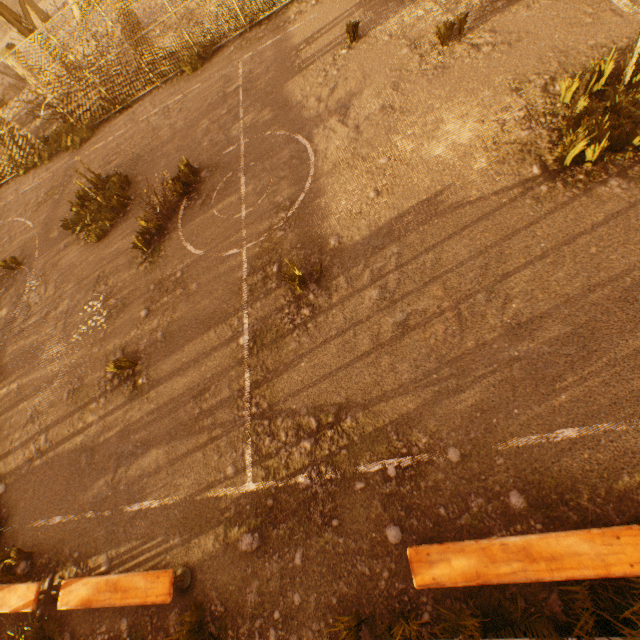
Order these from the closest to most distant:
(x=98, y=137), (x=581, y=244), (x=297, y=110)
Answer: (x=581, y=244), (x=297, y=110), (x=98, y=137)

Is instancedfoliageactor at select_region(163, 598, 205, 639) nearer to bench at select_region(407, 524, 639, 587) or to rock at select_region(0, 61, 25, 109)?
bench at select_region(407, 524, 639, 587)

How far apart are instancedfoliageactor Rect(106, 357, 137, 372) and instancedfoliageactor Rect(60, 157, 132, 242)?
5.0m

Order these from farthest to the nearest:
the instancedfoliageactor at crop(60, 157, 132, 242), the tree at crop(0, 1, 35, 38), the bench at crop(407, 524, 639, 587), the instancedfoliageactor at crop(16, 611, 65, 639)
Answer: the tree at crop(0, 1, 35, 38) < the instancedfoliageactor at crop(60, 157, 132, 242) < the instancedfoliageactor at crop(16, 611, 65, 639) < the bench at crop(407, 524, 639, 587)

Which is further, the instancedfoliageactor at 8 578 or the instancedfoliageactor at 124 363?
the instancedfoliageactor at 124 363

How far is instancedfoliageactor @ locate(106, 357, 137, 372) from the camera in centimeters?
632cm

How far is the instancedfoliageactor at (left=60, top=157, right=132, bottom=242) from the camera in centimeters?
927cm

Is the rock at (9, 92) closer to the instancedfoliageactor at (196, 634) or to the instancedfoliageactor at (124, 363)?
the instancedfoliageactor at (124, 363)
